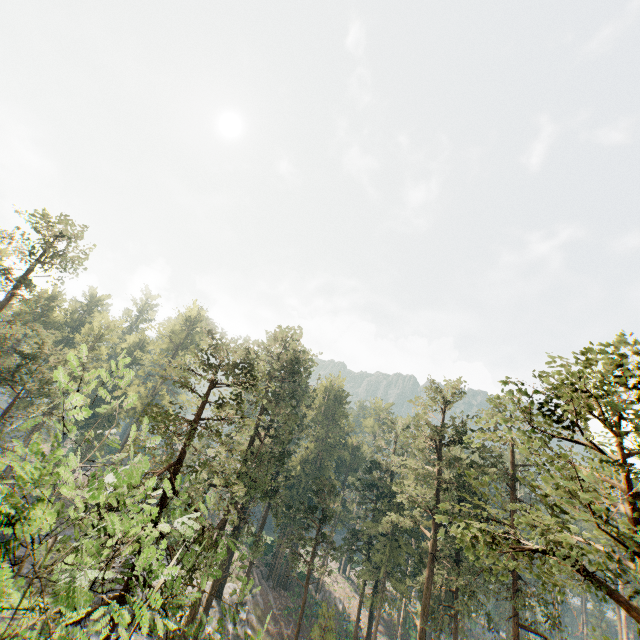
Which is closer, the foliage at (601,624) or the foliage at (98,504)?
the foliage at (98,504)

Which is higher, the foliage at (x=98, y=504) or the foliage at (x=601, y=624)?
the foliage at (x=98, y=504)

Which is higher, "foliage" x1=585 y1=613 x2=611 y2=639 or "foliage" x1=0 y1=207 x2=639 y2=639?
"foliage" x1=0 y1=207 x2=639 y2=639

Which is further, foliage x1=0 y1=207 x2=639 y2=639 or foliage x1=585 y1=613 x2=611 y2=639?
foliage x1=585 y1=613 x2=611 y2=639

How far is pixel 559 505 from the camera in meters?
7.3 m
